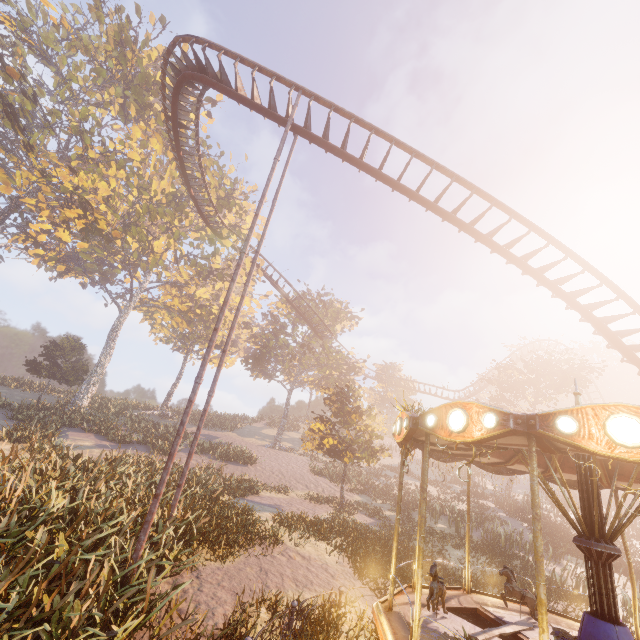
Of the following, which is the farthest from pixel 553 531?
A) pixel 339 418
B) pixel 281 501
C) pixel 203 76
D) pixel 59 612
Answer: pixel 203 76

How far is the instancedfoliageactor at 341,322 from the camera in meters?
38.3 m

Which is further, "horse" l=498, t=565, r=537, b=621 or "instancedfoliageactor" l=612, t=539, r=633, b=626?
"instancedfoliageactor" l=612, t=539, r=633, b=626

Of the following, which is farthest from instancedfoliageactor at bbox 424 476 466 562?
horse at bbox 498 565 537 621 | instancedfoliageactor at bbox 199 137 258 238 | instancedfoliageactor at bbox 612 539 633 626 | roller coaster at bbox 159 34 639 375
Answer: instancedfoliageactor at bbox 612 539 633 626

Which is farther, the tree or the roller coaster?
the tree

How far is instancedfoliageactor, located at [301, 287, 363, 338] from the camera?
38.3m

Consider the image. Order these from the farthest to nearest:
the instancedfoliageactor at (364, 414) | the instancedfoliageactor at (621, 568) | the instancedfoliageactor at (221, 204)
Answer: the instancedfoliageactor at (221, 204), the instancedfoliageactor at (621, 568), the instancedfoliageactor at (364, 414)

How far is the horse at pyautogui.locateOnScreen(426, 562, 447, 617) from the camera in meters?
6.7
